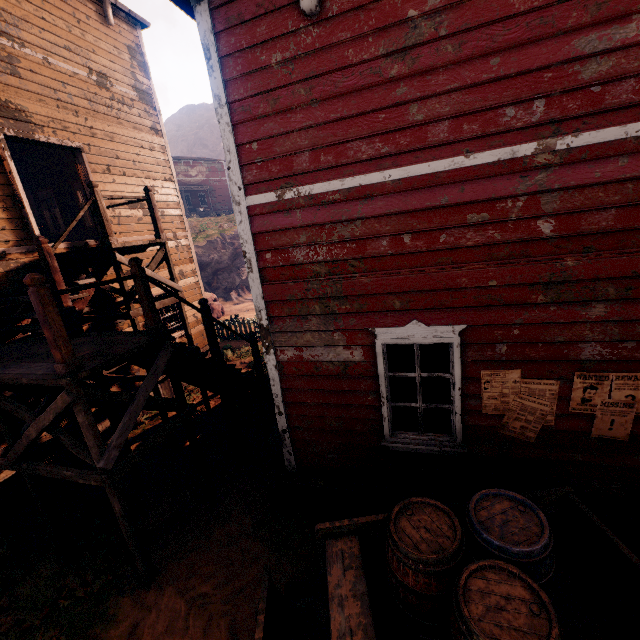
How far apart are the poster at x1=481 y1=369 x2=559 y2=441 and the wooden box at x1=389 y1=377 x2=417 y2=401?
0.5 meters

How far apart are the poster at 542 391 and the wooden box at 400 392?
0.5 meters

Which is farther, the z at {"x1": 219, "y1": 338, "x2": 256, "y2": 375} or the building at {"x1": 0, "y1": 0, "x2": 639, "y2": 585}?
the z at {"x1": 219, "y1": 338, "x2": 256, "y2": 375}

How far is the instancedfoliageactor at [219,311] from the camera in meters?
19.2

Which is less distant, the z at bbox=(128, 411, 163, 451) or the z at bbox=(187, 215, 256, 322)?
the z at bbox=(128, 411, 163, 451)

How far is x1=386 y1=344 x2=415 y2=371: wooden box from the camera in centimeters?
429cm

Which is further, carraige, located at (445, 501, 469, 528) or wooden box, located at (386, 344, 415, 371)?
wooden box, located at (386, 344, 415, 371)

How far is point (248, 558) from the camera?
4.8 meters
